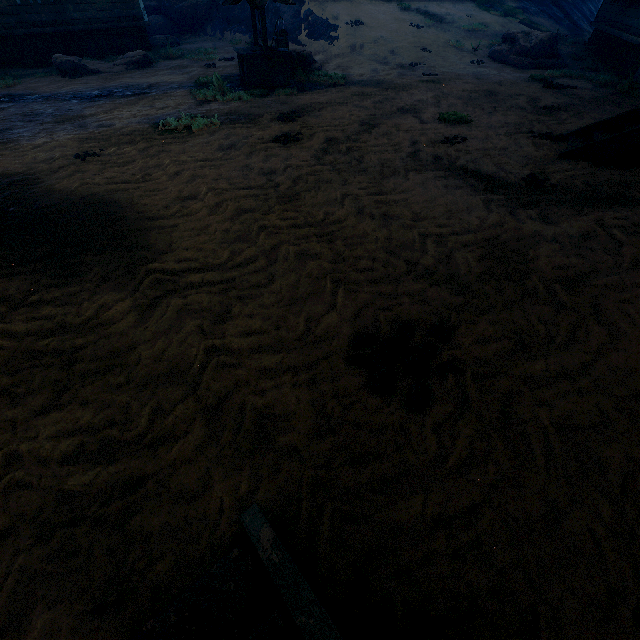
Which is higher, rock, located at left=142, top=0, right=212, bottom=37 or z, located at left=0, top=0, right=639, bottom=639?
rock, located at left=142, top=0, right=212, bottom=37

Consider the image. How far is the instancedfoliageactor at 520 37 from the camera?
12.2 meters

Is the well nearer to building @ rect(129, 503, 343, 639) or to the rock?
building @ rect(129, 503, 343, 639)

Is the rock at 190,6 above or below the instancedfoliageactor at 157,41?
above

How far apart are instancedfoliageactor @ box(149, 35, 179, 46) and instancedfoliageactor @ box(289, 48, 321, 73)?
8.0m

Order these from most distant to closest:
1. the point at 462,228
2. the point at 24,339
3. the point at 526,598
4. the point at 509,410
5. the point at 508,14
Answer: the point at 508,14, the point at 462,228, the point at 24,339, the point at 509,410, the point at 526,598

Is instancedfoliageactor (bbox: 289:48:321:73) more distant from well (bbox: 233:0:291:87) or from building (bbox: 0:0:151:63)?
building (bbox: 0:0:151:63)

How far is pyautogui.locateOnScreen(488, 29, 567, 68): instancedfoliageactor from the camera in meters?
12.2
